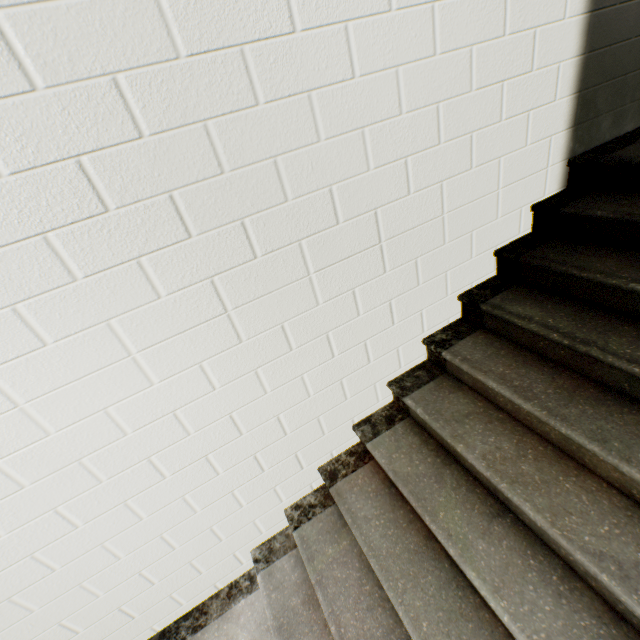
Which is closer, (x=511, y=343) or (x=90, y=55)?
(x=90, y=55)
